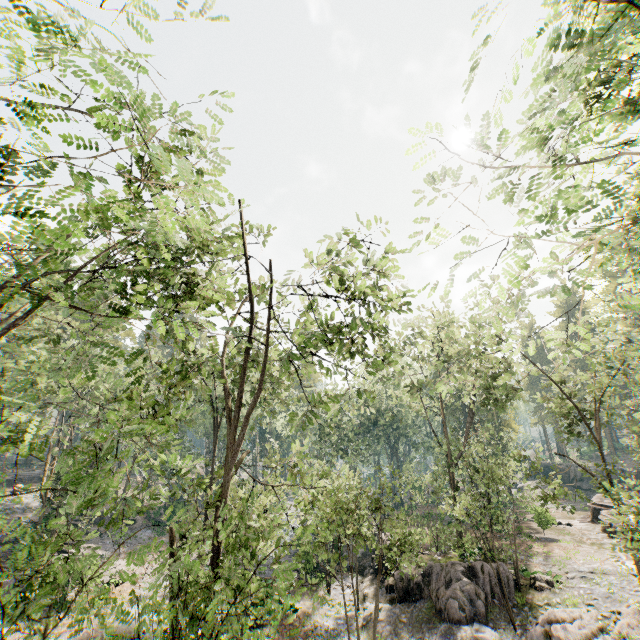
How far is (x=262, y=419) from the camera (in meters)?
55.81

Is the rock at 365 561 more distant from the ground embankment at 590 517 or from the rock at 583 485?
the rock at 583 485

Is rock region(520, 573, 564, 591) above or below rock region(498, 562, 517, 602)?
below

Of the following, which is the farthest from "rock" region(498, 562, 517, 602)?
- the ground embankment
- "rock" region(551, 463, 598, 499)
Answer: "rock" region(551, 463, 598, 499)

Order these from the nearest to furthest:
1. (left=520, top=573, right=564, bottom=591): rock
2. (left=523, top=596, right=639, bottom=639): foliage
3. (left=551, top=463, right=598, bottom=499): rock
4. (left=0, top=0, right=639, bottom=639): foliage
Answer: (left=0, top=0, right=639, bottom=639): foliage, (left=523, top=596, right=639, bottom=639): foliage, (left=520, top=573, right=564, bottom=591): rock, (left=551, top=463, right=598, bottom=499): rock

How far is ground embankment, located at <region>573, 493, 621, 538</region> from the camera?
25.96m

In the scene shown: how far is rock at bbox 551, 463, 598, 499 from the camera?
44.4m

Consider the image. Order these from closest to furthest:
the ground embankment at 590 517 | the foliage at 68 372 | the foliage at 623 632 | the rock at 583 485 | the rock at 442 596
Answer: the foliage at 68 372 → the foliage at 623 632 → the rock at 442 596 → the ground embankment at 590 517 → the rock at 583 485
